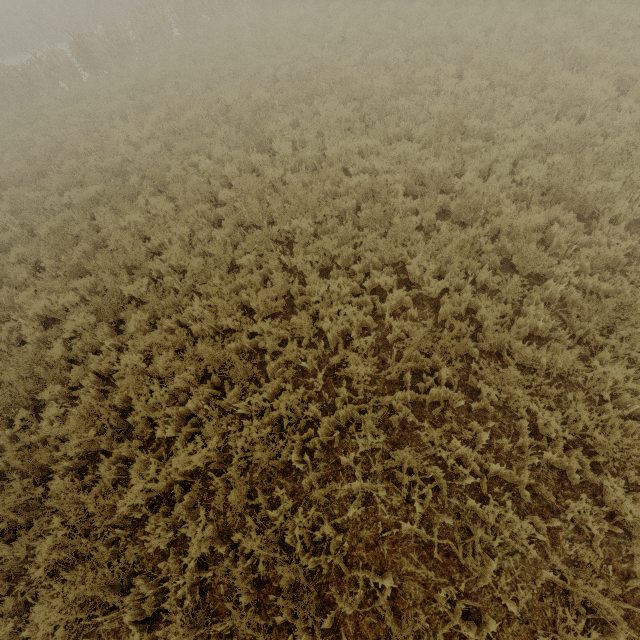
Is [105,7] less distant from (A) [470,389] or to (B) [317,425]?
(B) [317,425]
